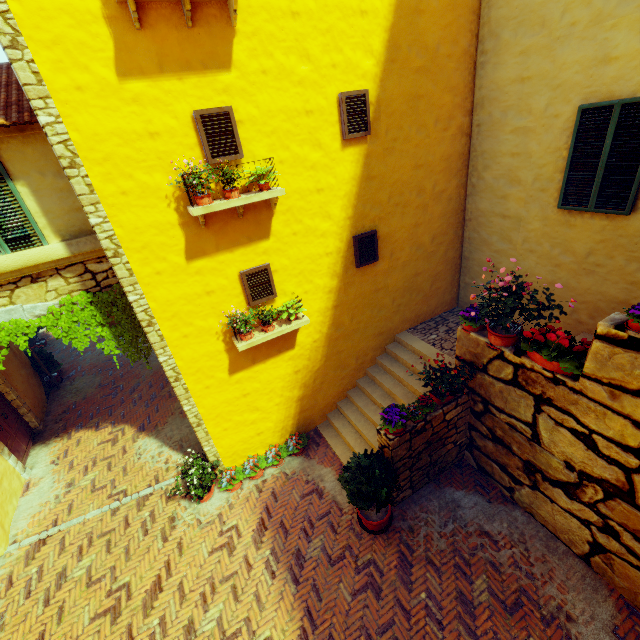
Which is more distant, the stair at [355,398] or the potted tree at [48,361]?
the potted tree at [48,361]

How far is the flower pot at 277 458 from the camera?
6.9 meters

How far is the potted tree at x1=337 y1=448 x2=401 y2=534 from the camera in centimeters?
544cm

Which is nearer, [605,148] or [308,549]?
[605,148]

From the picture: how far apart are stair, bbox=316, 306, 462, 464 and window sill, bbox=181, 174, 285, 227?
4.67m

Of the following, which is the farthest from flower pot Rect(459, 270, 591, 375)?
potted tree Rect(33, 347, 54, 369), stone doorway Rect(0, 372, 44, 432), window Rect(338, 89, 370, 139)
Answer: potted tree Rect(33, 347, 54, 369)

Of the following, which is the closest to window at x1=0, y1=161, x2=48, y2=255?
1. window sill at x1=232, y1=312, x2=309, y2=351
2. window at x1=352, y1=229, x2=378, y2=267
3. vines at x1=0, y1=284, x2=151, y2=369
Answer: vines at x1=0, y1=284, x2=151, y2=369

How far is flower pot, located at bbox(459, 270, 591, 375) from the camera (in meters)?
4.46
